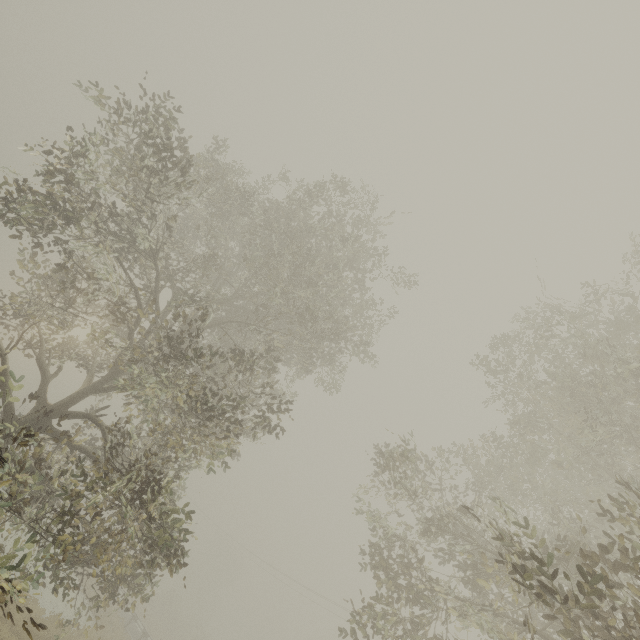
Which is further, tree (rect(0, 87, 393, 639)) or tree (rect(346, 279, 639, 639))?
tree (rect(0, 87, 393, 639))

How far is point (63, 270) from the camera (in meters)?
14.07

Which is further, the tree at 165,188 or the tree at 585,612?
the tree at 165,188
